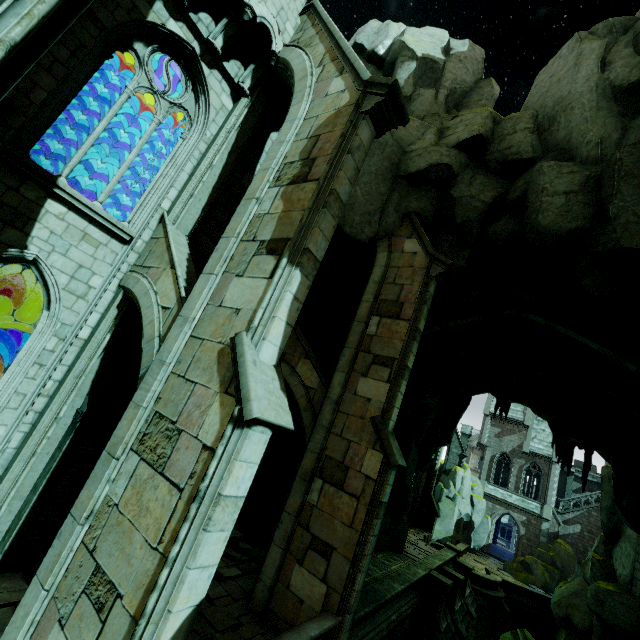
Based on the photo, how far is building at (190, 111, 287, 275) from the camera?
9.6m

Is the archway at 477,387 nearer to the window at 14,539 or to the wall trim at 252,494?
the wall trim at 252,494

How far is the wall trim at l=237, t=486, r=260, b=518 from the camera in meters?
12.6

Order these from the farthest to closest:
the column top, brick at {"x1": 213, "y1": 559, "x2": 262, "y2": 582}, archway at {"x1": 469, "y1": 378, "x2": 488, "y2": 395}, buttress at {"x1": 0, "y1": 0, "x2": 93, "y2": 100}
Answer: archway at {"x1": 469, "y1": 378, "x2": 488, "y2": 395} < brick at {"x1": 213, "y1": 559, "x2": 262, "y2": 582} < the column top < buttress at {"x1": 0, "y1": 0, "x2": 93, "y2": 100}

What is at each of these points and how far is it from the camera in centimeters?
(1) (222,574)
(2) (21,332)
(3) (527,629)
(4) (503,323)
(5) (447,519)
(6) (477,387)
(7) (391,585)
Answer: →
(1) brick, 936cm
(2) building, 1107cm
(3) bridge, 2494cm
(4) rock, 1424cm
(5) rock, 3469cm
(6) archway, 2088cm
(7) wall trim, 1164cm

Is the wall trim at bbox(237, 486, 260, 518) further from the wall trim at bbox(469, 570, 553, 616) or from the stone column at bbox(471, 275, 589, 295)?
the wall trim at bbox(469, 570, 553, 616)

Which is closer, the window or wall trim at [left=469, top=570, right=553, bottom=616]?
the window

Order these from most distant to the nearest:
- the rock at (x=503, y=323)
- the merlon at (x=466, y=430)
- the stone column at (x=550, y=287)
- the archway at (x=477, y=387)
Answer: the merlon at (x=466, y=430)
the archway at (x=477, y=387)
the rock at (x=503, y=323)
the stone column at (x=550, y=287)
